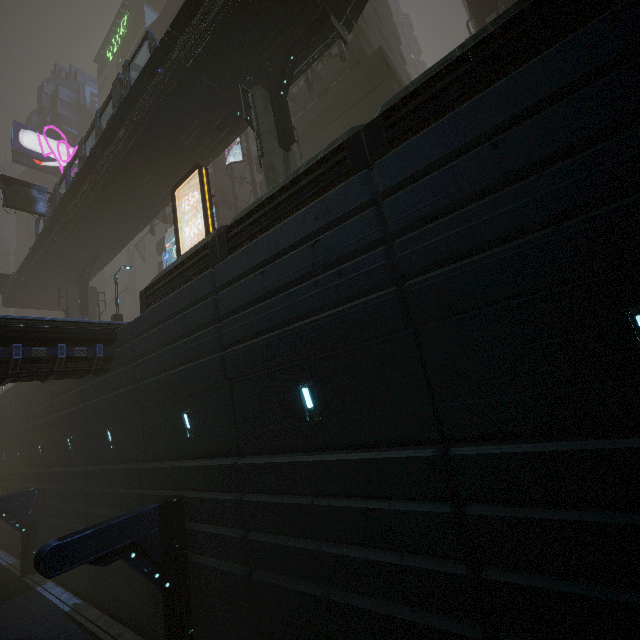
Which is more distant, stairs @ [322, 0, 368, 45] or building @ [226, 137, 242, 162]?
building @ [226, 137, 242, 162]

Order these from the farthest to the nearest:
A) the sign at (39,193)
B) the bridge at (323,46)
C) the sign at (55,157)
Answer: the sign at (55,157) < the sign at (39,193) < the bridge at (323,46)

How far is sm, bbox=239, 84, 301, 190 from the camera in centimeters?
1362cm

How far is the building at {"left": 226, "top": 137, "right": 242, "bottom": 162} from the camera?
28.9m

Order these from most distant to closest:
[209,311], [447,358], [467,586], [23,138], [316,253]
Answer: [23,138]
[209,311]
[316,253]
[447,358]
[467,586]

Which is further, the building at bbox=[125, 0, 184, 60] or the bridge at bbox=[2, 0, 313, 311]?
the building at bbox=[125, 0, 184, 60]

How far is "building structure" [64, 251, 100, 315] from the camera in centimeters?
2848cm

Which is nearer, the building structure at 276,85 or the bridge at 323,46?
the building structure at 276,85
